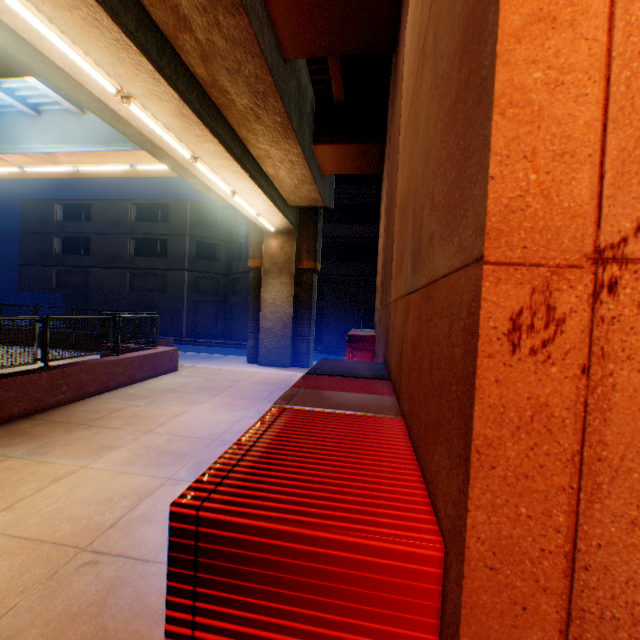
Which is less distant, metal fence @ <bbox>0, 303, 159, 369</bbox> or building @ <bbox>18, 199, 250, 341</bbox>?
metal fence @ <bbox>0, 303, 159, 369</bbox>

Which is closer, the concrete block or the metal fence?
the concrete block

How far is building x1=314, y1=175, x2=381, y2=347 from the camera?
25.0m

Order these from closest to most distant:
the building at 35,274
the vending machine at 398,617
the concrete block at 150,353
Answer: the vending machine at 398,617
the concrete block at 150,353
the building at 35,274

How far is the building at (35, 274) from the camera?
27.4m

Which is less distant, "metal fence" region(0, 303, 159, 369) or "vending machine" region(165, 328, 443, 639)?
"vending machine" region(165, 328, 443, 639)

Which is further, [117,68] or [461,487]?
[117,68]
